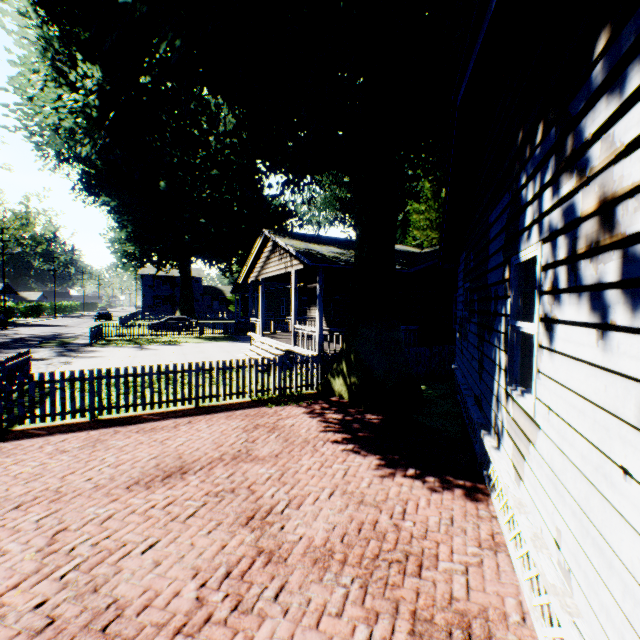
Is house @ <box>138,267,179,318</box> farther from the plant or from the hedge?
the hedge

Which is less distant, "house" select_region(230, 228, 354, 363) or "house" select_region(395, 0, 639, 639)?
"house" select_region(395, 0, 639, 639)

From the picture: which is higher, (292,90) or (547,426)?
(292,90)

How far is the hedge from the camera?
55.9m

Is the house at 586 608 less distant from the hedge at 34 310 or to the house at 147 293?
the house at 147 293

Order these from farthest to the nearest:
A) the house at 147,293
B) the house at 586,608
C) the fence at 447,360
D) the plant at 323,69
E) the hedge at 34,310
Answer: the house at 147,293
the hedge at 34,310
the fence at 447,360
the plant at 323,69
the house at 586,608

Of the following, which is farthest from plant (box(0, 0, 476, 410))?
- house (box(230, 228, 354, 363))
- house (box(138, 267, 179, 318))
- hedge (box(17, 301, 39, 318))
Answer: hedge (box(17, 301, 39, 318))

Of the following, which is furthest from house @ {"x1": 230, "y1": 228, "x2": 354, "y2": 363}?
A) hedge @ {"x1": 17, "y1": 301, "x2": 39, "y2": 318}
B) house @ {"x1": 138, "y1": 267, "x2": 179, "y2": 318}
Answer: hedge @ {"x1": 17, "y1": 301, "x2": 39, "y2": 318}
